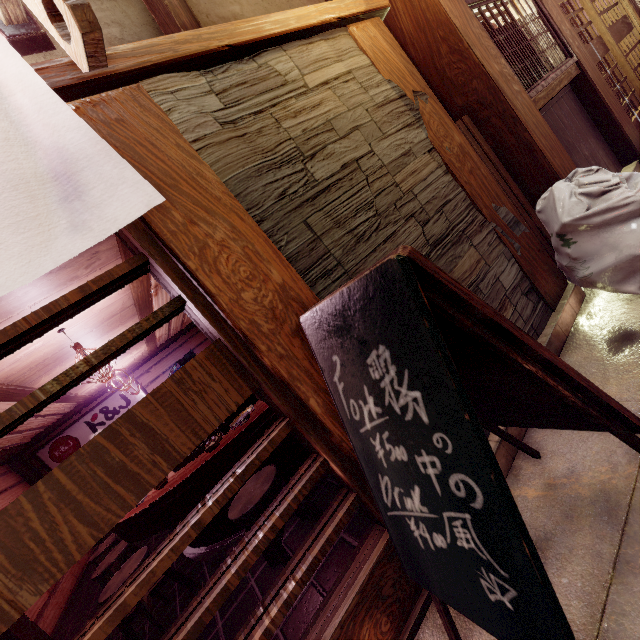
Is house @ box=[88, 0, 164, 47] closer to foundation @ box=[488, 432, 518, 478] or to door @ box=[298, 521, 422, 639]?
door @ box=[298, 521, 422, 639]

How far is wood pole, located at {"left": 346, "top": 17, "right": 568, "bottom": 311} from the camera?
4.39m

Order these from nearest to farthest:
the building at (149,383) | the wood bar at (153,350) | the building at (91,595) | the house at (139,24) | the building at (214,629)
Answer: the house at (139,24)
the building at (214,629)
the building at (91,595)
the wood bar at (153,350)
the building at (149,383)

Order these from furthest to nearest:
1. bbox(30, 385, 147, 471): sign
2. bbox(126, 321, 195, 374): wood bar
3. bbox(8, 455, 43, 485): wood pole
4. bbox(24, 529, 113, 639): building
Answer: bbox(30, 385, 147, 471): sign → bbox(8, 455, 43, 485): wood pole → bbox(126, 321, 195, 374): wood bar → bbox(24, 529, 113, 639): building

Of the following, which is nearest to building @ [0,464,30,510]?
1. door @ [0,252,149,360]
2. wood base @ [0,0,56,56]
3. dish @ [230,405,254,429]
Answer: door @ [0,252,149,360]

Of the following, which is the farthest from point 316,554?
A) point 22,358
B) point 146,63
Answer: point 22,358

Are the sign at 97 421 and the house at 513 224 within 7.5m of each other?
no

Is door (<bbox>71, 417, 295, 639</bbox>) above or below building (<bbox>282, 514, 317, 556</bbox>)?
above
